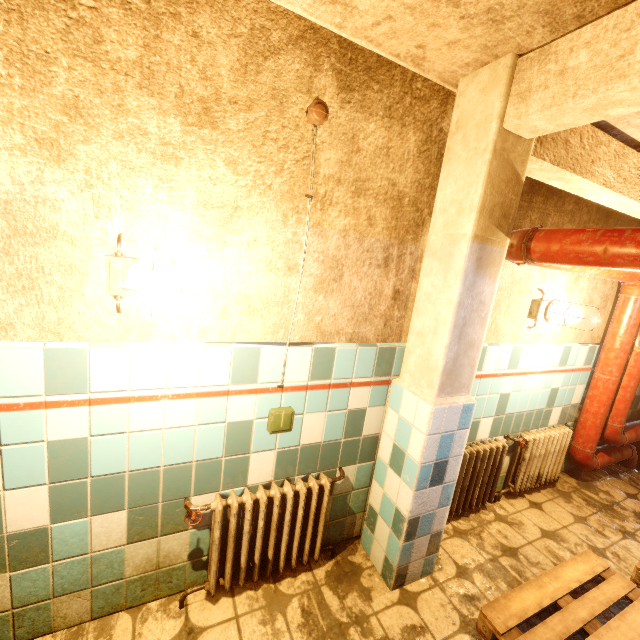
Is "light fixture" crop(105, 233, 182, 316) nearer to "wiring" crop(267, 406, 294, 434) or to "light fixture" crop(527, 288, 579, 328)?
"wiring" crop(267, 406, 294, 434)

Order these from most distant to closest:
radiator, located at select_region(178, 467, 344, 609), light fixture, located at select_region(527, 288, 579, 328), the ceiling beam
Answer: light fixture, located at select_region(527, 288, 579, 328) → radiator, located at select_region(178, 467, 344, 609) → the ceiling beam

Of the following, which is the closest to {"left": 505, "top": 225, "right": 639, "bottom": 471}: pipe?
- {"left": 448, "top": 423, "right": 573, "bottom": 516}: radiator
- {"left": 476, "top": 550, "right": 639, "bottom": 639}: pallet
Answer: {"left": 448, "top": 423, "right": 573, "bottom": 516}: radiator

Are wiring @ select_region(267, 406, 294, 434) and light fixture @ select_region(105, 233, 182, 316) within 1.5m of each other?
yes

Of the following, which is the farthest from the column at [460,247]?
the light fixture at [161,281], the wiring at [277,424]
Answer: the light fixture at [161,281]

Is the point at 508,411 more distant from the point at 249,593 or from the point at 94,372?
the point at 94,372

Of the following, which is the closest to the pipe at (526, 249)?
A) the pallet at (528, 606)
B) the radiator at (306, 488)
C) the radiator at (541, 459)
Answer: the radiator at (541, 459)

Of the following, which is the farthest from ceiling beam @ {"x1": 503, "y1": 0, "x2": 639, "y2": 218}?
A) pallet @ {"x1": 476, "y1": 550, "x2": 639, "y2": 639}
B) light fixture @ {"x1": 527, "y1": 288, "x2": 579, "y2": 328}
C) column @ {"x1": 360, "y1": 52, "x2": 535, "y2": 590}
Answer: pallet @ {"x1": 476, "y1": 550, "x2": 639, "y2": 639}
